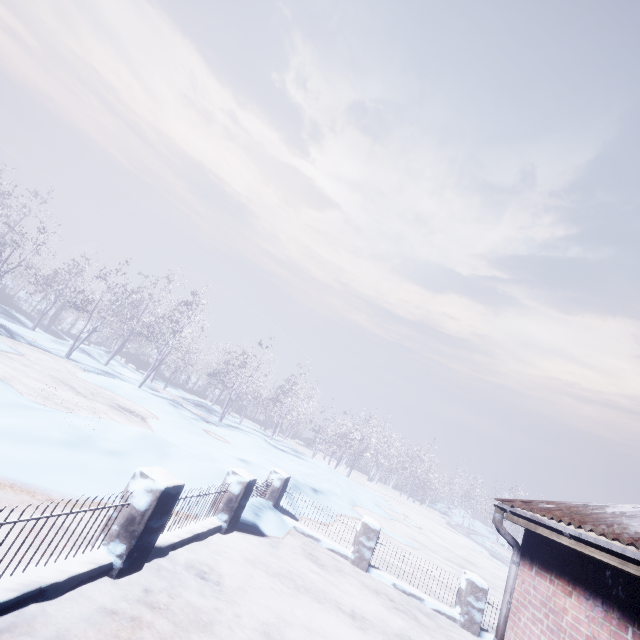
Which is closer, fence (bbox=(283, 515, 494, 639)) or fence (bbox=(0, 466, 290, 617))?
fence (bbox=(0, 466, 290, 617))

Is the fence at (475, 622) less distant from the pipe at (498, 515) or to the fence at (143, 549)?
the fence at (143, 549)

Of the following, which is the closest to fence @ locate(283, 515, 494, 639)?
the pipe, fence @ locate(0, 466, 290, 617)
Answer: fence @ locate(0, 466, 290, 617)

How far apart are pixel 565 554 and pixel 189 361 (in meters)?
26.14

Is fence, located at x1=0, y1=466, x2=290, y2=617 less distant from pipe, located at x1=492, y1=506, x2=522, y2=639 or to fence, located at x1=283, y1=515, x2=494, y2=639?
fence, located at x1=283, y1=515, x2=494, y2=639

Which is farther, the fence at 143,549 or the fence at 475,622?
the fence at 475,622

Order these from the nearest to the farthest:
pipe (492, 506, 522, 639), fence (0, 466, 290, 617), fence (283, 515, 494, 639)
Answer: fence (0, 466, 290, 617), pipe (492, 506, 522, 639), fence (283, 515, 494, 639)

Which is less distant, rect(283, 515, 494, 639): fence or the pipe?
the pipe
